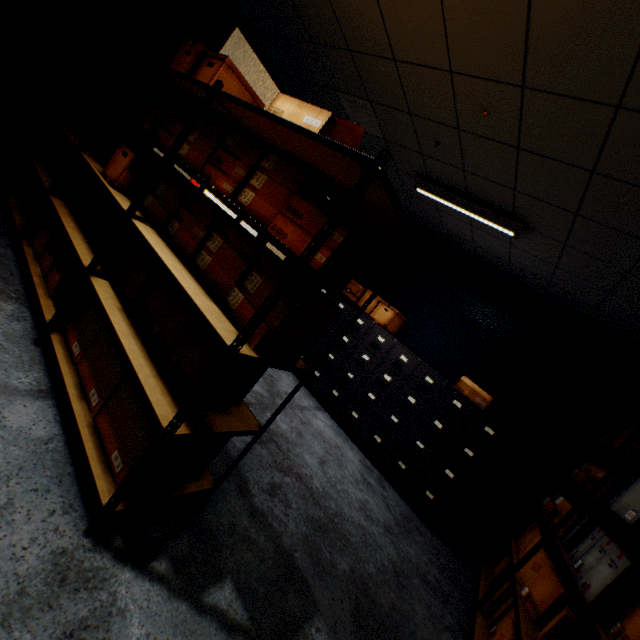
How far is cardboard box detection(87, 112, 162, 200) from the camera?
2.12m

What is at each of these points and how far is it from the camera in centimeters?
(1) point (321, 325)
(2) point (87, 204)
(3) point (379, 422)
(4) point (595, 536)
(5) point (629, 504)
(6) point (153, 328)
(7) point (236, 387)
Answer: (1) cardboard box, 148cm
(2) cardboard box, 271cm
(3) file cabinet, 393cm
(4) cardboard box, 200cm
(5) cardboard box, 186cm
(6) cardboard box, 172cm
(7) cardboard box, 169cm

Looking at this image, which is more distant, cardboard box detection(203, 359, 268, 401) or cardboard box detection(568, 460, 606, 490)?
cardboard box detection(568, 460, 606, 490)

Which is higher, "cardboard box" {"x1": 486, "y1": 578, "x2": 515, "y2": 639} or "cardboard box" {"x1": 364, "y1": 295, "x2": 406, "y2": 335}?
"cardboard box" {"x1": 364, "y1": 295, "x2": 406, "y2": 335}

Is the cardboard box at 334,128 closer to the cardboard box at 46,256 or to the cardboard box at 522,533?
the cardboard box at 46,256

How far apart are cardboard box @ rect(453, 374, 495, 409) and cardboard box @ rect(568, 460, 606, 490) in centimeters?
96cm

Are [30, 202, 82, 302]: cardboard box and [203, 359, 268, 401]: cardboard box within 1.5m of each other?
yes

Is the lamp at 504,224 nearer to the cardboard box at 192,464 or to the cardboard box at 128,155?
the cardboard box at 128,155
